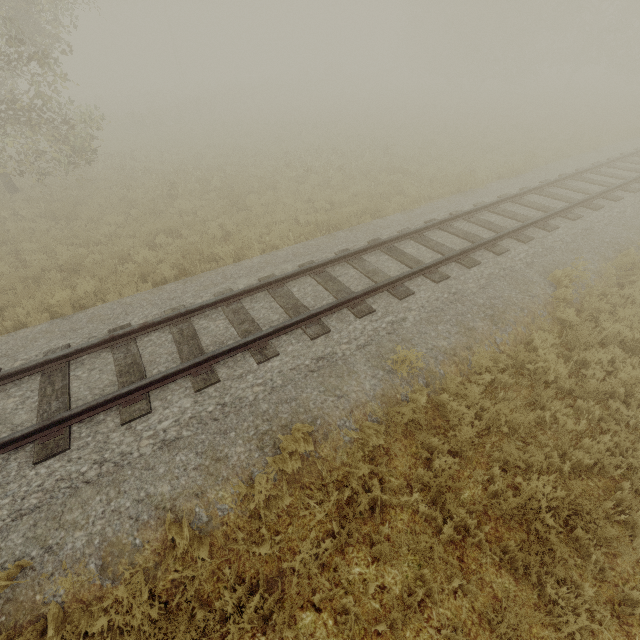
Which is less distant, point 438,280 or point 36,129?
point 438,280
